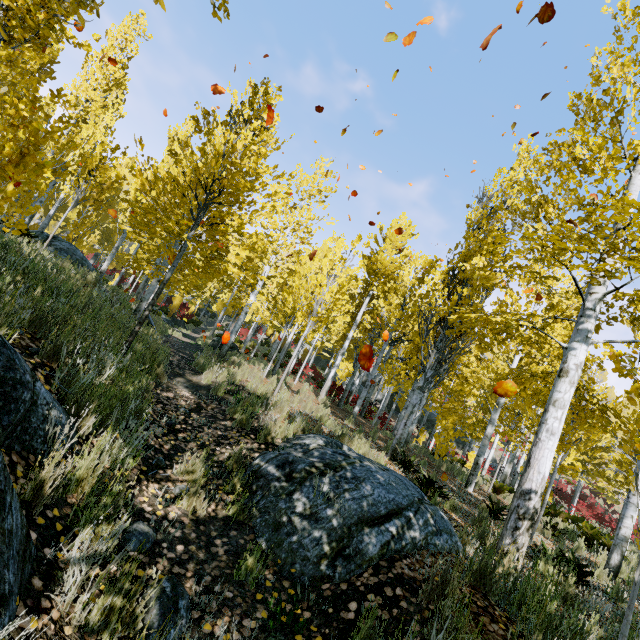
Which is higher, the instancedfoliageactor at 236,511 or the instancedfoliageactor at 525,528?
the instancedfoliageactor at 525,528

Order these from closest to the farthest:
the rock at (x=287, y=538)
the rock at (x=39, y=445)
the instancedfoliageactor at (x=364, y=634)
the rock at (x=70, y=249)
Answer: the rock at (x=39, y=445), the instancedfoliageactor at (x=364, y=634), the rock at (x=287, y=538), the rock at (x=70, y=249)

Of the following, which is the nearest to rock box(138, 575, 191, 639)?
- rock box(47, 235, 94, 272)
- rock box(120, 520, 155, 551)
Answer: rock box(120, 520, 155, 551)

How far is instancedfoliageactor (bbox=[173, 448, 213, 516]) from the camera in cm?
310

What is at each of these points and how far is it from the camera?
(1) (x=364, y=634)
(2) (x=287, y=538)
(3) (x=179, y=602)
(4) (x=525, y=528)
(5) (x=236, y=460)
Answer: (1) instancedfoliageactor, 2.2m
(2) rock, 3.0m
(3) rock, 2.1m
(4) instancedfoliageactor, 4.1m
(5) instancedfoliageactor, 4.2m

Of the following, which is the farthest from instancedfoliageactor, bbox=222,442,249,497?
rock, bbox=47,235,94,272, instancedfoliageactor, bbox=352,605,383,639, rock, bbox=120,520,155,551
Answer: rock, bbox=120,520,155,551

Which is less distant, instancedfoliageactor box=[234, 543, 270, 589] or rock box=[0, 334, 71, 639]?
rock box=[0, 334, 71, 639]

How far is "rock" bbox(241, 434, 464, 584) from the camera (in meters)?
2.85
